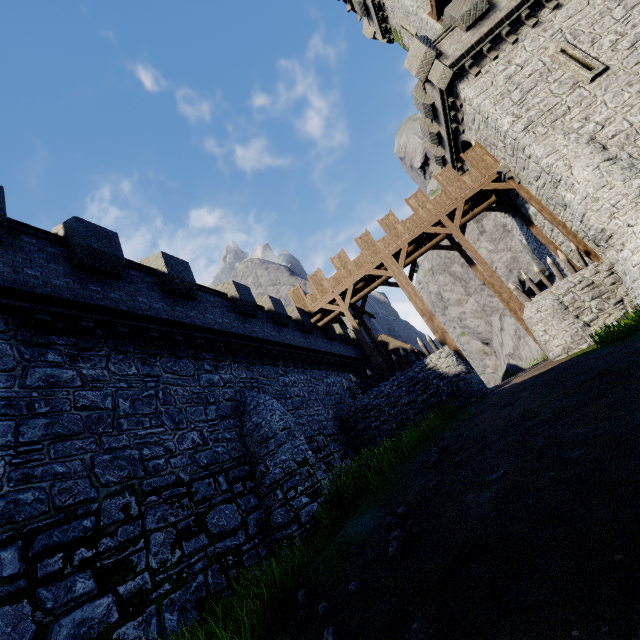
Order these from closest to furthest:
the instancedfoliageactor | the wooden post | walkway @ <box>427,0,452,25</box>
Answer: the instancedfoliageactor → the wooden post → walkway @ <box>427,0,452,25</box>

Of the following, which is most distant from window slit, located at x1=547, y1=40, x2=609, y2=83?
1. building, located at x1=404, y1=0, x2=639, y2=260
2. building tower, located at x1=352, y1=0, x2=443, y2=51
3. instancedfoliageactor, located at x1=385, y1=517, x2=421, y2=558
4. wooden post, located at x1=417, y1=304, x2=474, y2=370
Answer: instancedfoliageactor, located at x1=385, y1=517, x2=421, y2=558

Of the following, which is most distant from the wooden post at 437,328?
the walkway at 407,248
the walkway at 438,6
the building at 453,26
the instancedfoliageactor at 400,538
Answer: the walkway at 438,6

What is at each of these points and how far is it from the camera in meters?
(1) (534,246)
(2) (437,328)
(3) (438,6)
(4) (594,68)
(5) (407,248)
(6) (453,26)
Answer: (1) building, 21.2
(2) wooden post, 18.0
(3) walkway, 20.7
(4) window slit, 13.9
(5) walkway, 19.7
(6) building, 16.8

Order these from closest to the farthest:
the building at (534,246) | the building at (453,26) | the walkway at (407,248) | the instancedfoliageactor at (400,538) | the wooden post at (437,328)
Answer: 1. the instancedfoliageactor at (400,538)
2. the building at (453,26)
3. the wooden post at (437,328)
4. the walkway at (407,248)
5. the building at (534,246)

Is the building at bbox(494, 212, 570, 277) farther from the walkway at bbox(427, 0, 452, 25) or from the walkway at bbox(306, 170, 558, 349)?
the walkway at bbox(427, 0, 452, 25)

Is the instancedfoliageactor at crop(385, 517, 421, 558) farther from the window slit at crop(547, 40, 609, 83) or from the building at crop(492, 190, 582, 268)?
the window slit at crop(547, 40, 609, 83)

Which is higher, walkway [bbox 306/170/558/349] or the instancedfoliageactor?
walkway [bbox 306/170/558/349]
